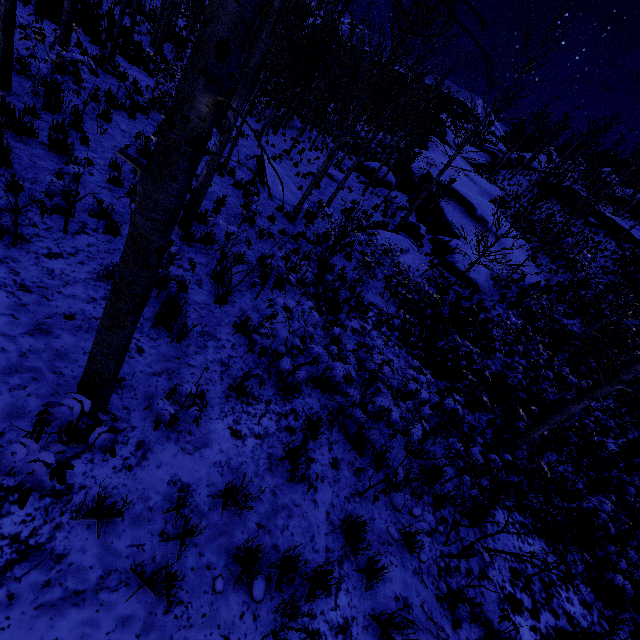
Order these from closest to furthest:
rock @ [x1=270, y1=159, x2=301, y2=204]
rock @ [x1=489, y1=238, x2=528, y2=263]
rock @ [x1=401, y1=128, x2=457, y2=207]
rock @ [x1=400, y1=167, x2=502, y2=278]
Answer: rock @ [x1=270, y1=159, x2=301, y2=204]
rock @ [x1=400, y1=167, x2=502, y2=278]
rock @ [x1=489, y1=238, x2=528, y2=263]
rock @ [x1=401, y1=128, x2=457, y2=207]

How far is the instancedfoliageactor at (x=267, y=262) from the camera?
5.8 meters

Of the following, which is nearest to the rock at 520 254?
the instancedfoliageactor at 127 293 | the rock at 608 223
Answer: the instancedfoliageactor at 127 293

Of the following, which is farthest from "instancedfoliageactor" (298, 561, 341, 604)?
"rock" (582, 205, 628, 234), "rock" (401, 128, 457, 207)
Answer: "rock" (582, 205, 628, 234)

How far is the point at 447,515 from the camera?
5.3m

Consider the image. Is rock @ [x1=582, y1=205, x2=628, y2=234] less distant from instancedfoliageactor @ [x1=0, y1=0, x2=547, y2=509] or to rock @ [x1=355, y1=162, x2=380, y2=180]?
instancedfoliageactor @ [x1=0, y1=0, x2=547, y2=509]
